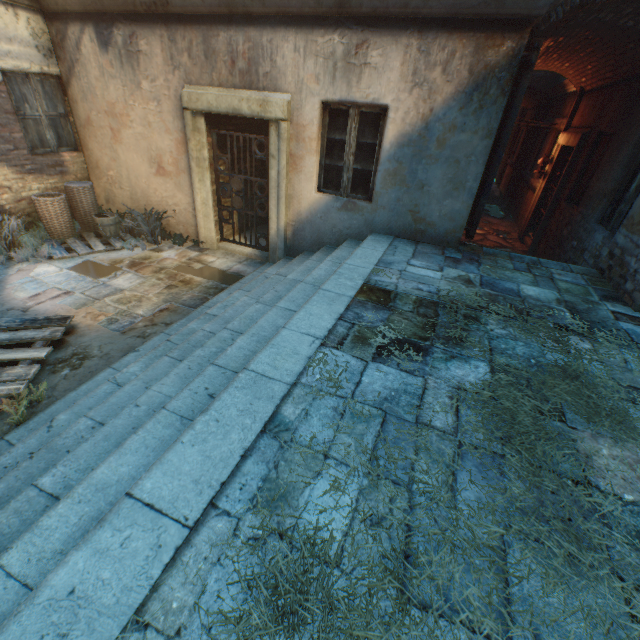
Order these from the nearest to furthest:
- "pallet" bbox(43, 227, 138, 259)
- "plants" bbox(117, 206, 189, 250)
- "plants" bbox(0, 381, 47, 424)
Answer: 1. "plants" bbox(0, 381, 47, 424)
2. "pallet" bbox(43, 227, 138, 259)
3. "plants" bbox(117, 206, 189, 250)

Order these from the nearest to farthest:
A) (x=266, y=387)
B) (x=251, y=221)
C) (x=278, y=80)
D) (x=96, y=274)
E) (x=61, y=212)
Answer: (x=266, y=387) → (x=278, y=80) → (x=96, y=274) → (x=61, y=212) → (x=251, y=221)

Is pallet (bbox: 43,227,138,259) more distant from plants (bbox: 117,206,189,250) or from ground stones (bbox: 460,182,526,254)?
ground stones (bbox: 460,182,526,254)

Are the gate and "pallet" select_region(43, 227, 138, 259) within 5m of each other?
no

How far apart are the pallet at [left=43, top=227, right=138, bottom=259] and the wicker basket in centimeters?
3cm

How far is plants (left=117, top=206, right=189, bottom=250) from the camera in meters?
6.5 m

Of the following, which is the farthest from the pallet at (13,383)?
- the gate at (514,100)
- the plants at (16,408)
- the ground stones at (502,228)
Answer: the ground stones at (502,228)

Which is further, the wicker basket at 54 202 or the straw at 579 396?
the wicker basket at 54 202
